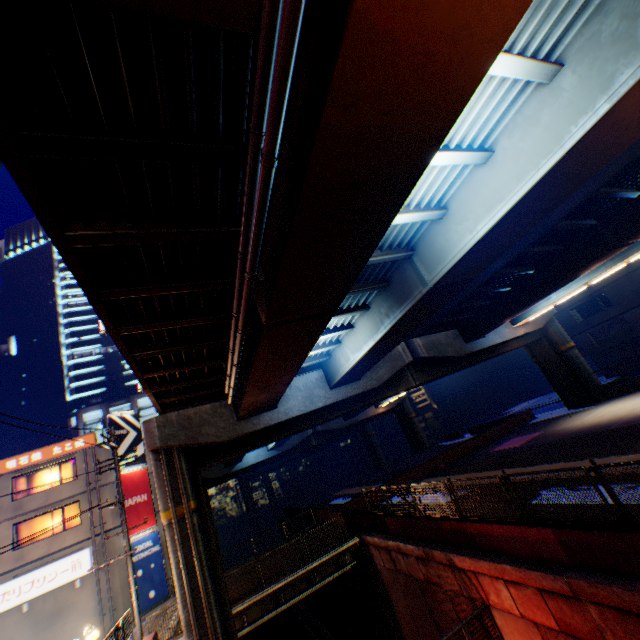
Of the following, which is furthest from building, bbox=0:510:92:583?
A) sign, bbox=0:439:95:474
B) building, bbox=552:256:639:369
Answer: building, bbox=552:256:639:369

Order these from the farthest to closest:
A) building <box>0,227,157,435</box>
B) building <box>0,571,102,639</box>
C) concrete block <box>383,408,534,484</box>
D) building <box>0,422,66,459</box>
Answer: building <box>0,227,157,435</box> → building <box>0,422,66,459</box> → concrete block <box>383,408,534,484</box> → building <box>0,571,102,639</box>

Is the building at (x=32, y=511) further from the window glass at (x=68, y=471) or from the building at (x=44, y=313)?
the building at (x=44, y=313)

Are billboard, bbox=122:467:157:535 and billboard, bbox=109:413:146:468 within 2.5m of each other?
yes

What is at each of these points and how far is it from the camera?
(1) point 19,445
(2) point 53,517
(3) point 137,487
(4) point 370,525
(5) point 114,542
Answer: (1) building, 44.91m
(2) window glass, 22.14m
(3) billboard, 24.89m
(4) concrete block, 16.89m
(5) building, 21.95m

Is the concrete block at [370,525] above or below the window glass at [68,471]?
below

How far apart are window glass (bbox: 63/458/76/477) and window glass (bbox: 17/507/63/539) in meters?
1.5

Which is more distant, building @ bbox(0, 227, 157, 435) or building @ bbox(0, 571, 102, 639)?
building @ bbox(0, 227, 157, 435)
